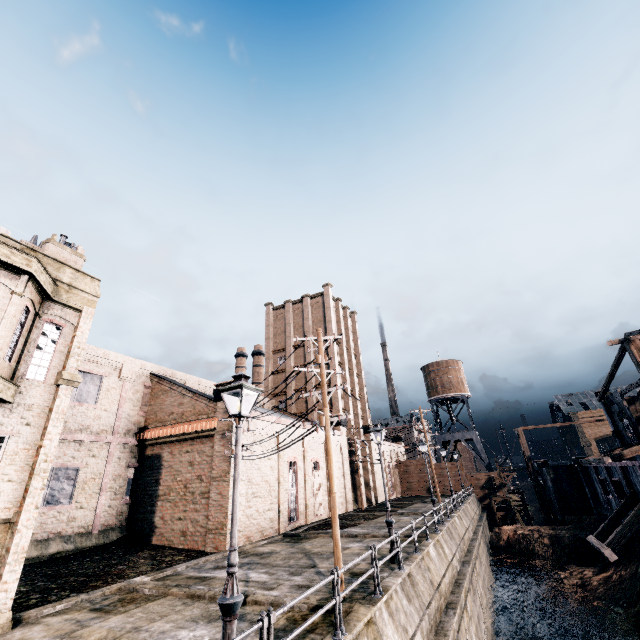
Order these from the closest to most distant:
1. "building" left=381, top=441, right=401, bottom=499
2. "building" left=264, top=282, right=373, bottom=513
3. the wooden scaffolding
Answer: "building" left=264, top=282, right=373, bottom=513 → the wooden scaffolding → "building" left=381, top=441, right=401, bottom=499

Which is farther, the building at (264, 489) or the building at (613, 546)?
the building at (613, 546)

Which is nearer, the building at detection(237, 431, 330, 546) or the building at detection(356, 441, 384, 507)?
the building at detection(237, 431, 330, 546)

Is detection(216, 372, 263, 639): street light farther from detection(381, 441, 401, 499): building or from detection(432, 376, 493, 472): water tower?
detection(432, 376, 493, 472): water tower

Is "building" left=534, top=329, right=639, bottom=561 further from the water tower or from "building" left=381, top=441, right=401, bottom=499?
"building" left=381, top=441, right=401, bottom=499

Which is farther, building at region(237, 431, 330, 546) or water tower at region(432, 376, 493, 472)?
water tower at region(432, 376, 493, 472)

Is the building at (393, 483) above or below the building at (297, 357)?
below

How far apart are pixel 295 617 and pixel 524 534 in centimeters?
3931cm
